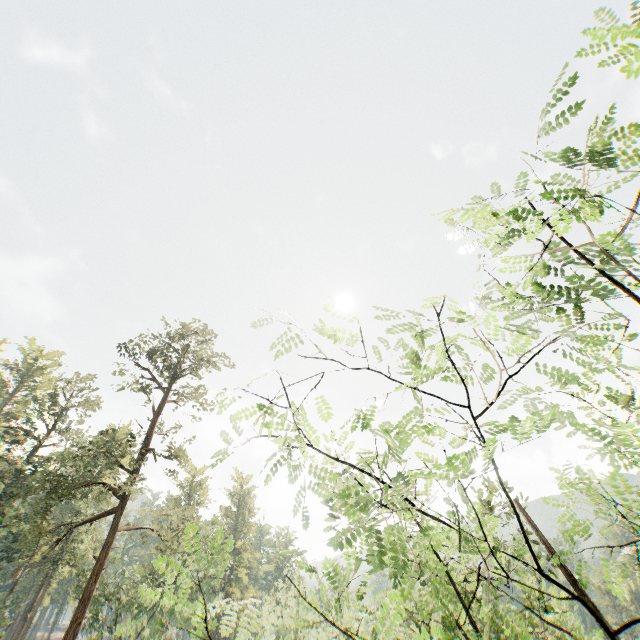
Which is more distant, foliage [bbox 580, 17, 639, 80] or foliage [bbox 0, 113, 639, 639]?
foliage [bbox 0, 113, 639, 639]

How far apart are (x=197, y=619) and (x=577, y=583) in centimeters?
531cm

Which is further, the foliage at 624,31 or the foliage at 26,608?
the foliage at 26,608
